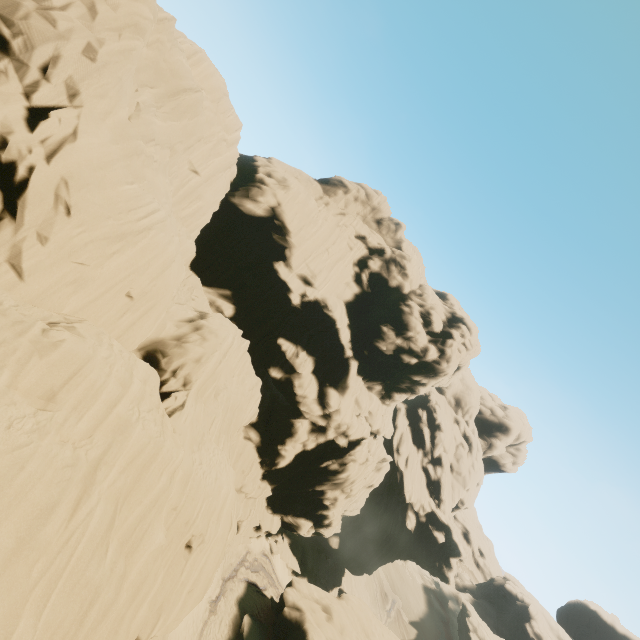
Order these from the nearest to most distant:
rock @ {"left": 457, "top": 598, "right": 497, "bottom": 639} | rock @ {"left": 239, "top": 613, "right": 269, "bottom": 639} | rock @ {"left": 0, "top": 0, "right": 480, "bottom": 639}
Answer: rock @ {"left": 0, "top": 0, "right": 480, "bottom": 639} < rock @ {"left": 239, "top": 613, "right": 269, "bottom": 639} < rock @ {"left": 457, "top": 598, "right": 497, "bottom": 639}

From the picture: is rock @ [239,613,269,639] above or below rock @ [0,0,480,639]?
below

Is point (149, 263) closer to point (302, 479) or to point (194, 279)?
point (194, 279)

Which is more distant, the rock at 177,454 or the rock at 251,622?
the rock at 251,622

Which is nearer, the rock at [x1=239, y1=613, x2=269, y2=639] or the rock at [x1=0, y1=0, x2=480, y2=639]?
the rock at [x1=0, y1=0, x2=480, y2=639]
